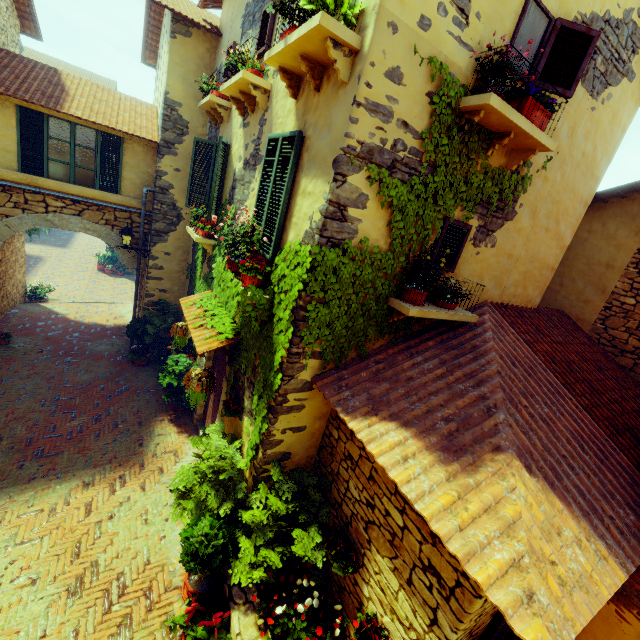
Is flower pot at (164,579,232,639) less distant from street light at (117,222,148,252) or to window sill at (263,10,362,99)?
window sill at (263,10,362,99)

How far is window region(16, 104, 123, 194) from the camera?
8.0m

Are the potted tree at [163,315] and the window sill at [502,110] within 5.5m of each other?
no

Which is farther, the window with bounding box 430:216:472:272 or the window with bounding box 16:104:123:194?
the window with bounding box 16:104:123:194

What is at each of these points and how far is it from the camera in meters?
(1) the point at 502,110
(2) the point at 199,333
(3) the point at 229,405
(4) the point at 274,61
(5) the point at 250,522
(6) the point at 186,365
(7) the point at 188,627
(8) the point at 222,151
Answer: (1) window sill, 3.5
(2) door eaves, 5.6
(3) flower pot, 5.5
(4) window sill, 4.0
(5) potted tree, 4.4
(6) potted tree, 7.9
(7) flower pot, 4.1
(8) window, 6.8

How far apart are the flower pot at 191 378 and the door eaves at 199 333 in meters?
0.3

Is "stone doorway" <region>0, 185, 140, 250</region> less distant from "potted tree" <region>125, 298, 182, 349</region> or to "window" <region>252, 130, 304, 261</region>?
"window" <region>252, 130, 304, 261</region>

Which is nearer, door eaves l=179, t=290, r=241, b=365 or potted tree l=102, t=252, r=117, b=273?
door eaves l=179, t=290, r=241, b=365
